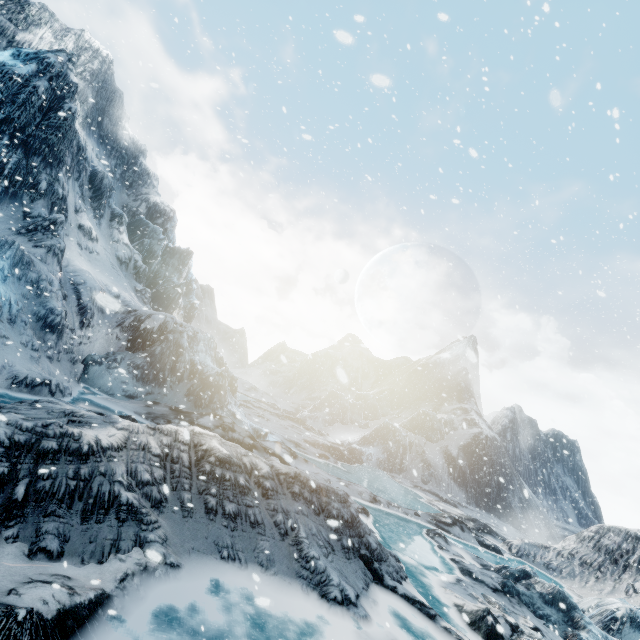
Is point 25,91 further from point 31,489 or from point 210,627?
point 210,627
